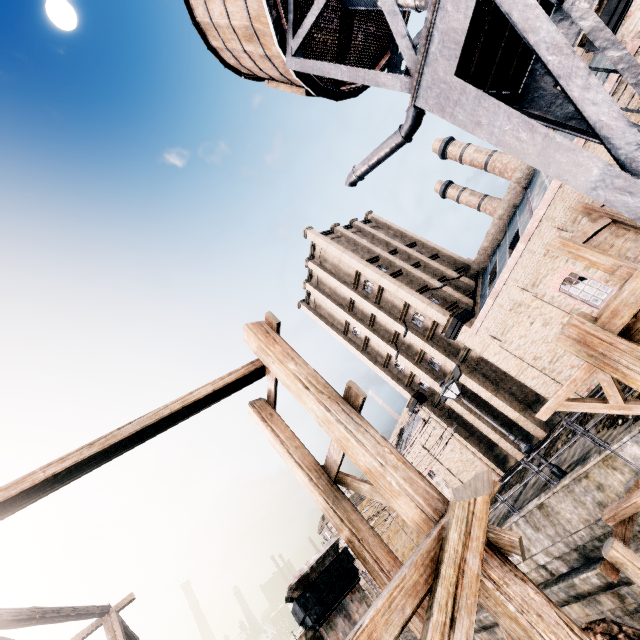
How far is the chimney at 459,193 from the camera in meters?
45.1 m

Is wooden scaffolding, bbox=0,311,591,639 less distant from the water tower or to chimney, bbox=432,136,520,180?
the water tower

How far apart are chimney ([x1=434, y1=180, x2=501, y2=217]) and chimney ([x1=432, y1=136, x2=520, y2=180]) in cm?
262

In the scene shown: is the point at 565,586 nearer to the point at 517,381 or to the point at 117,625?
the point at 517,381

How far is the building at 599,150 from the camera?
A: 16.1m

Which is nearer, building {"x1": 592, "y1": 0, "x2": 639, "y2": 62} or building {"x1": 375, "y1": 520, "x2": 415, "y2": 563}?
building {"x1": 592, "y1": 0, "x2": 639, "y2": 62}

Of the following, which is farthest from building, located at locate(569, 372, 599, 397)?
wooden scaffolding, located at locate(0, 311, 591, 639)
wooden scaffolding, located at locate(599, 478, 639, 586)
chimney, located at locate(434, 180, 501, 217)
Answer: wooden scaffolding, located at locate(0, 311, 591, 639)

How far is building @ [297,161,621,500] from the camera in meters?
20.1
